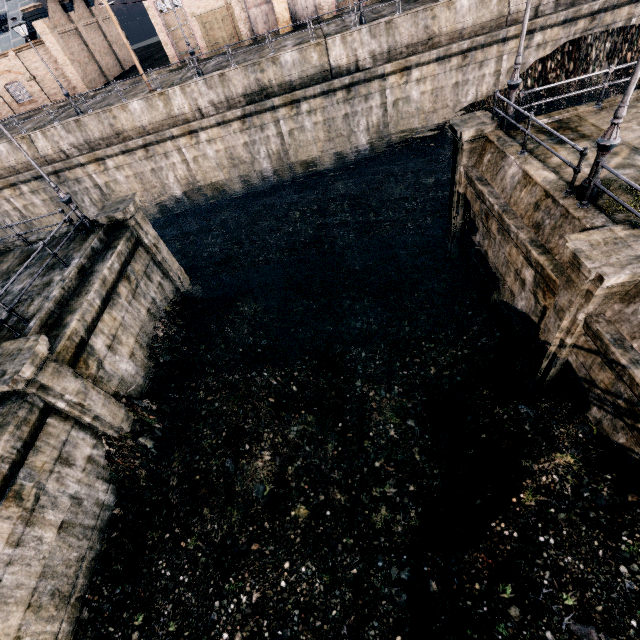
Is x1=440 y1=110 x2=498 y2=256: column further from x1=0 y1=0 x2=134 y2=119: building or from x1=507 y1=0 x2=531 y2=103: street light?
x1=0 y1=0 x2=134 y2=119: building

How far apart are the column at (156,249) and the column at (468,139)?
14.05m

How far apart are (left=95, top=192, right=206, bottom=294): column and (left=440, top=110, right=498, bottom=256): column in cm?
1405

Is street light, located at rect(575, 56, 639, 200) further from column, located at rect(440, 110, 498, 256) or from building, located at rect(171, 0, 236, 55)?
building, located at rect(171, 0, 236, 55)

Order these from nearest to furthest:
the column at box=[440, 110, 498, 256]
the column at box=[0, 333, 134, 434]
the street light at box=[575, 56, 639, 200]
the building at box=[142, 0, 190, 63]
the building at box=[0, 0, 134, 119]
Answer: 1. the street light at box=[575, 56, 639, 200]
2. the column at box=[0, 333, 134, 434]
3. the column at box=[440, 110, 498, 256]
4. the building at box=[142, 0, 190, 63]
5. the building at box=[0, 0, 134, 119]

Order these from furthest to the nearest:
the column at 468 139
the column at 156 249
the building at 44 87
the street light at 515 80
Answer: the building at 44 87, the column at 156 249, the column at 468 139, the street light at 515 80

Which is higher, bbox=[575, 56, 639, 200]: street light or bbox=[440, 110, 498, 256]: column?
bbox=[575, 56, 639, 200]: street light

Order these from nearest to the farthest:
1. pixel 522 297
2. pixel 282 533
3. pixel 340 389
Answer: pixel 282 533 < pixel 522 297 < pixel 340 389
